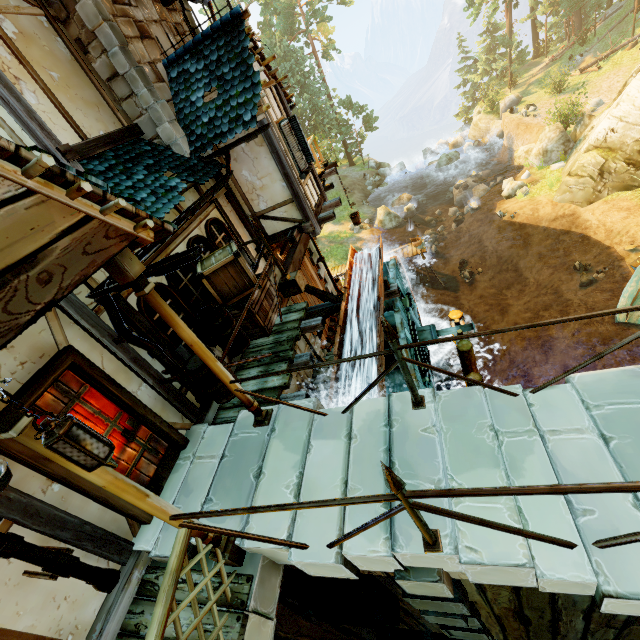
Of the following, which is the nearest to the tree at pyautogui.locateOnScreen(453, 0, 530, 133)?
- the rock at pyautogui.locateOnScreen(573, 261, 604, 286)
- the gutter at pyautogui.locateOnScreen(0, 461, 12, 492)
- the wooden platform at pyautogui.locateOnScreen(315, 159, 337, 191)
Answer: the rock at pyautogui.locateOnScreen(573, 261, 604, 286)

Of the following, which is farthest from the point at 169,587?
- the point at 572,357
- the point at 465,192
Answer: the point at 465,192

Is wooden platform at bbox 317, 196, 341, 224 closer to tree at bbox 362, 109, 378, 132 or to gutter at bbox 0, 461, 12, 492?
gutter at bbox 0, 461, 12, 492

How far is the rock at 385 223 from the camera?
27.4 meters

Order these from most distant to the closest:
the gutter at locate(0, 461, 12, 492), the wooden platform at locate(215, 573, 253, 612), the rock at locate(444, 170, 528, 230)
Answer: the rock at locate(444, 170, 528, 230) < the wooden platform at locate(215, 573, 253, 612) < the gutter at locate(0, 461, 12, 492)

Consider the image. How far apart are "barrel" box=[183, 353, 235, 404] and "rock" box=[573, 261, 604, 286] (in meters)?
17.14

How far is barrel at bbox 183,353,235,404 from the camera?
4.7m

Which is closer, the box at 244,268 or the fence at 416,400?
the fence at 416,400
